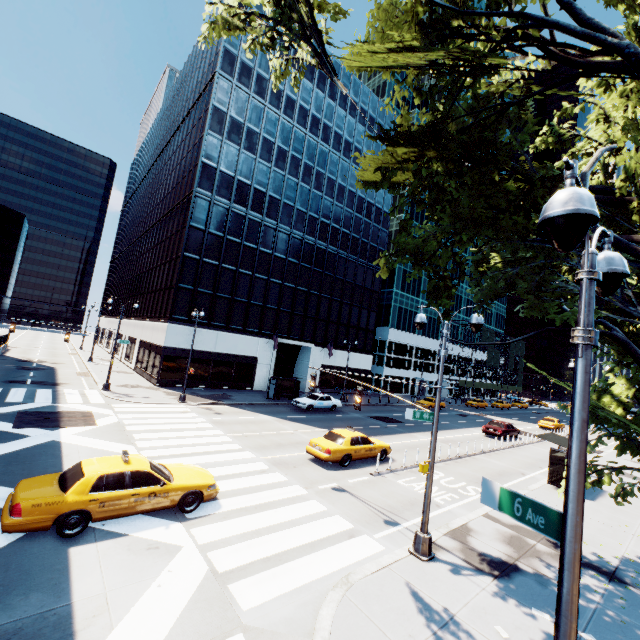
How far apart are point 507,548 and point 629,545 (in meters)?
5.61

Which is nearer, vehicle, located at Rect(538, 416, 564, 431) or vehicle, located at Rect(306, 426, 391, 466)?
vehicle, located at Rect(306, 426, 391, 466)

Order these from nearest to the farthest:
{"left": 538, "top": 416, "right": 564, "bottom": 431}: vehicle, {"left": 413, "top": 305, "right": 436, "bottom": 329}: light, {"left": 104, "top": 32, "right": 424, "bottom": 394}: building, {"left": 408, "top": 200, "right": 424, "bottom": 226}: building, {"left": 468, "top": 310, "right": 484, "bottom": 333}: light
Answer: {"left": 468, "top": 310, "right": 484, "bottom": 333}: light → {"left": 413, "top": 305, "right": 436, "bottom": 329}: light → {"left": 104, "top": 32, "right": 424, "bottom": 394}: building → {"left": 538, "top": 416, "right": 564, "bottom": 431}: vehicle → {"left": 408, "top": 200, "right": 424, "bottom": 226}: building

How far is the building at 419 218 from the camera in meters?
57.2 m

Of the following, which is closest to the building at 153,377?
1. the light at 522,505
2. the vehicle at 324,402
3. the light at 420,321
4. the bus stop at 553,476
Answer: the vehicle at 324,402

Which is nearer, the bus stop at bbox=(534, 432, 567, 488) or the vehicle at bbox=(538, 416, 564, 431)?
the bus stop at bbox=(534, 432, 567, 488)

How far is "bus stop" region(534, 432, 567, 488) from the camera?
16.73m

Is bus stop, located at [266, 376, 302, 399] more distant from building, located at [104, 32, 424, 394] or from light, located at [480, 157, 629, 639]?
light, located at [480, 157, 629, 639]
